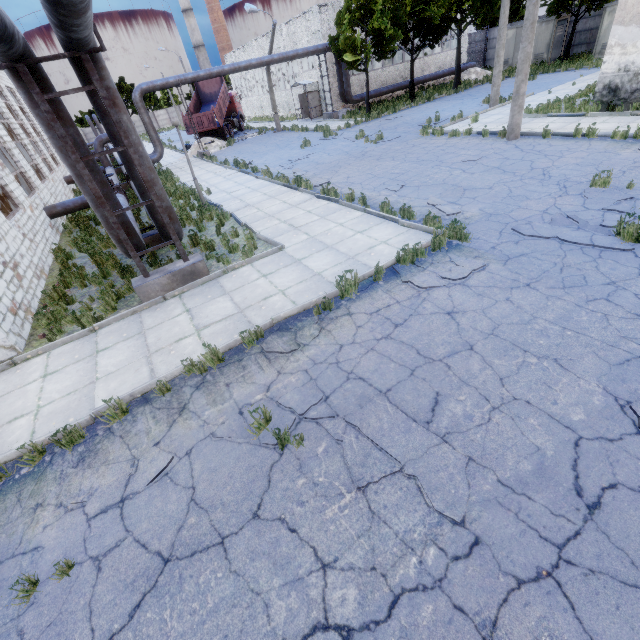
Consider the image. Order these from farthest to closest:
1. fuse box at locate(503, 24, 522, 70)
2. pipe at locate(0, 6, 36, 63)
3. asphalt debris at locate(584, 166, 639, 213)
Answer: fuse box at locate(503, 24, 522, 70), asphalt debris at locate(584, 166, 639, 213), pipe at locate(0, 6, 36, 63)

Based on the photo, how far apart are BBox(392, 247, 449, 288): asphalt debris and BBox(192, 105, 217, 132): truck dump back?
29.41m

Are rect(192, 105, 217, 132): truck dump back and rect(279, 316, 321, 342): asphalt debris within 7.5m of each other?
no

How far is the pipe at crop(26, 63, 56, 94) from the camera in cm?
561

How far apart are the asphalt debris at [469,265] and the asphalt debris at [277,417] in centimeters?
261cm

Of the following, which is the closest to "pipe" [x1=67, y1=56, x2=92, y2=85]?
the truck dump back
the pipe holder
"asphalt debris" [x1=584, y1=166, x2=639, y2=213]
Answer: the pipe holder

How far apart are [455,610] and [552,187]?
10.17m

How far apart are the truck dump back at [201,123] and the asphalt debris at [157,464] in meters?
31.9 m
